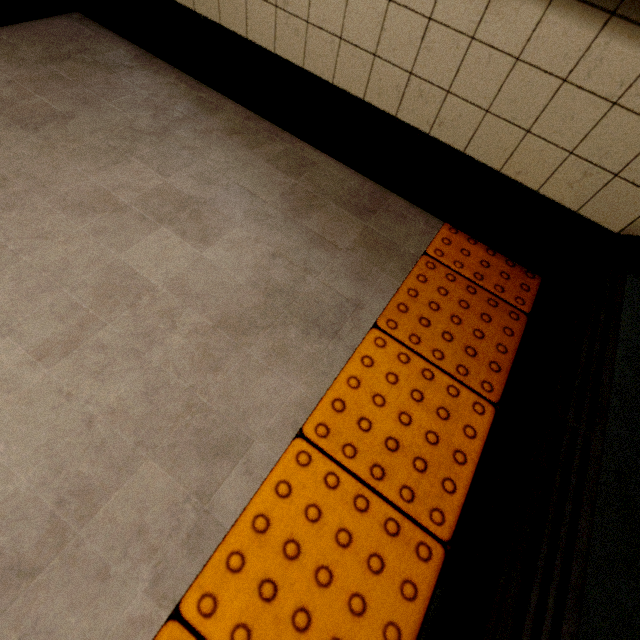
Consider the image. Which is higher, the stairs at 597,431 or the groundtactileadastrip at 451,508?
the stairs at 597,431

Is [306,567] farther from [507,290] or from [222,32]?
[222,32]

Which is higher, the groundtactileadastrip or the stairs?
the stairs
